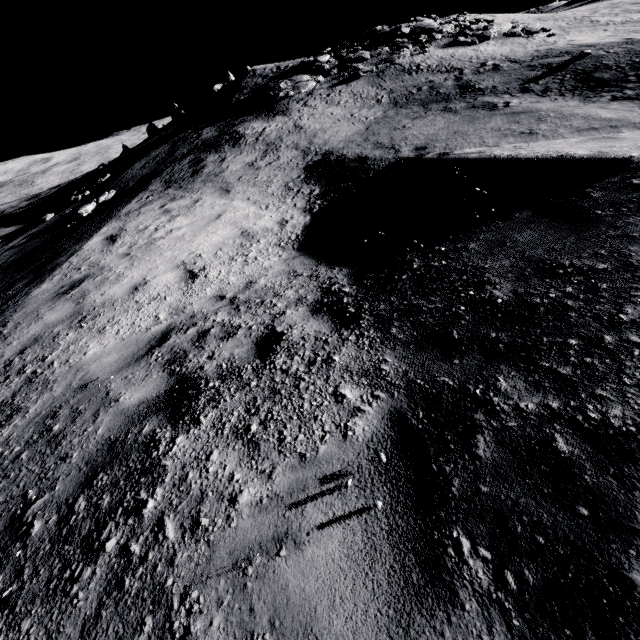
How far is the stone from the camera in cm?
2056

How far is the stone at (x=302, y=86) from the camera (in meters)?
20.56

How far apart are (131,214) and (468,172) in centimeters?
1045cm
